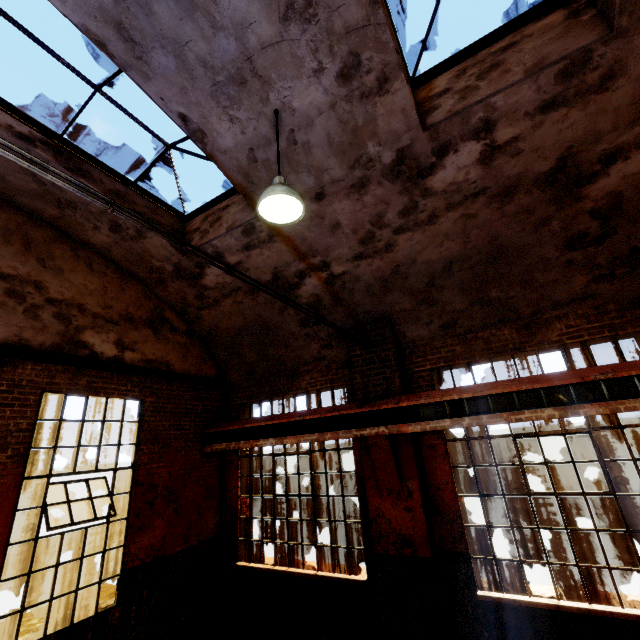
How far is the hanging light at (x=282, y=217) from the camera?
3.51m

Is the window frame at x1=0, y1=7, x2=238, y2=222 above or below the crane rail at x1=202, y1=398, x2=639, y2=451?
above

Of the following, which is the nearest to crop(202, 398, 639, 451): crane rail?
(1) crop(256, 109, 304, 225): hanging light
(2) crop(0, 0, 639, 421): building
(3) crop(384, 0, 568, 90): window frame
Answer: (2) crop(0, 0, 639, 421): building

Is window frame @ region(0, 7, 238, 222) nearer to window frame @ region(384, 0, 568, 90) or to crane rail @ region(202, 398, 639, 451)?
window frame @ region(384, 0, 568, 90)

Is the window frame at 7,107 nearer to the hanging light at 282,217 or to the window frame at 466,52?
the hanging light at 282,217

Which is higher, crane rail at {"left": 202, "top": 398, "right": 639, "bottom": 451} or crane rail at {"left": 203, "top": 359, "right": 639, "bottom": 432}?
crane rail at {"left": 203, "top": 359, "right": 639, "bottom": 432}

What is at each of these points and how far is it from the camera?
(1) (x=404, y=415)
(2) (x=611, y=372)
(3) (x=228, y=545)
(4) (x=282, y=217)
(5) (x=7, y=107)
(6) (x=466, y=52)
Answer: (1) beam, 5.59m
(2) crane rail, 4.33m
(3) building, 7.43m
(4) hanging light, 3.85m
(5) window frame, 4.55m
(6) window frame, 4.38m

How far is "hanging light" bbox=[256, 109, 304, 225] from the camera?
3.51m
